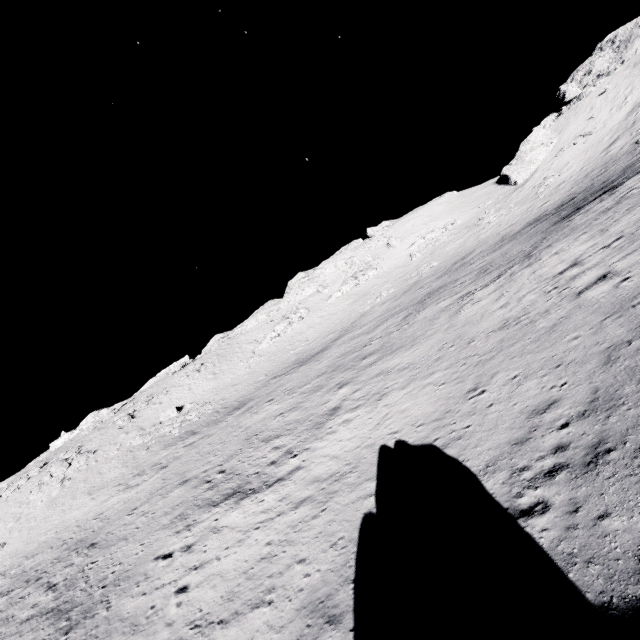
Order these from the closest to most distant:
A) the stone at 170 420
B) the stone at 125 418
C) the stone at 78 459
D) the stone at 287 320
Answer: the stone at 78 459
the stone at 170 420
the stone at 125 418
the stone at 287 320

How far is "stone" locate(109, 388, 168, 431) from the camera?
46.8m

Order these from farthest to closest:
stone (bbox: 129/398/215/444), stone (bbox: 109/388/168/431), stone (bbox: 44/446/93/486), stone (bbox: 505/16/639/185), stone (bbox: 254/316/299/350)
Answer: stone (bbox: 254/316/299/350), stone (bbox: 505/16/639/185), stone (bbox: 109/388/168/431), stone (bbox: 129/398/215/444), stone (bbox: 44/446/93/486)

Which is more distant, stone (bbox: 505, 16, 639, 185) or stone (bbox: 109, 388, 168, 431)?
stone (bbox: 505, 16, 639, 185)

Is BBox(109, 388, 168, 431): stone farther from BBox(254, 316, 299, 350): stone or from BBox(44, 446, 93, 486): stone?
BBox(254, 316, 299, 350): stone

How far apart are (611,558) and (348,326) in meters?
40.3 m

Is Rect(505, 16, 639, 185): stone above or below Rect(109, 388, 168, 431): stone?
above

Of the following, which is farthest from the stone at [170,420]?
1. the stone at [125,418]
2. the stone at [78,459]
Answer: the stone at [78,459]
